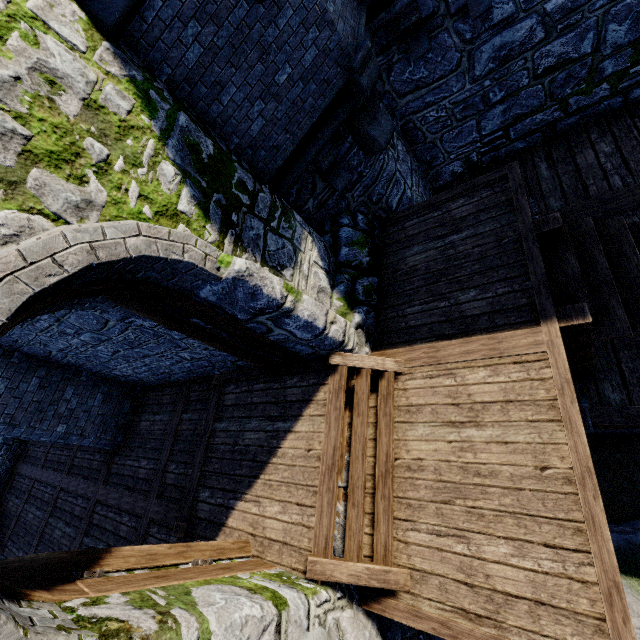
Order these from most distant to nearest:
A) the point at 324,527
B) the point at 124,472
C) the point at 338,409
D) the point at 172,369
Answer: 1. the point at 124,472
2. the point at 172,369
3. the point at 338,409
4. the point at 324,527

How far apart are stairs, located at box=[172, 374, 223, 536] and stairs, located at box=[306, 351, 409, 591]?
2.6 meters

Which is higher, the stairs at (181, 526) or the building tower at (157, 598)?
the building tower at (157, 598)

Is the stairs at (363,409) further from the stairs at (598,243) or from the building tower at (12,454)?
the stairs at (598,243)

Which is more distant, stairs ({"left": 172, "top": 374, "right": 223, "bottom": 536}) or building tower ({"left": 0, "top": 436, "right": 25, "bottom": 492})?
building tower ({"left": 0, "top": 436, "right": 25, "bottom": 492})

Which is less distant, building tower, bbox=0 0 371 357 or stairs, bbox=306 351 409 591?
building tower, bbox=0 0 371 357

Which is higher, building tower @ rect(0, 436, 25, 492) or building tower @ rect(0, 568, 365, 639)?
building tower @ rect(0, 568, 365, 639)

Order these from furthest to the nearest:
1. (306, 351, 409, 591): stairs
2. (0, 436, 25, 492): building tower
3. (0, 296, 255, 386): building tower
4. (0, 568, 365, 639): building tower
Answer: (0, 436, 25, 492): building tower, (0, 296, 255, 386): building tower, (306, 351, 409, 591): stairs, (0, 568, 365, 639): building tower
